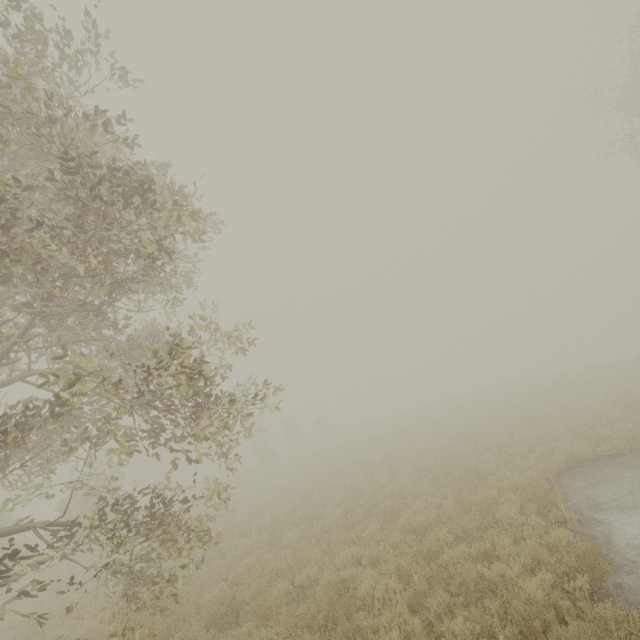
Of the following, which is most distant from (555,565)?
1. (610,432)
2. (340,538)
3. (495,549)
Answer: (610,432)

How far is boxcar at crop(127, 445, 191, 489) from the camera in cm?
3648

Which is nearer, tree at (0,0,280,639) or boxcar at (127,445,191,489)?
tree at (0,0,280,639)

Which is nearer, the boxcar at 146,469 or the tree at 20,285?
the tree at 20,285

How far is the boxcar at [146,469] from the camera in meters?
36.5
